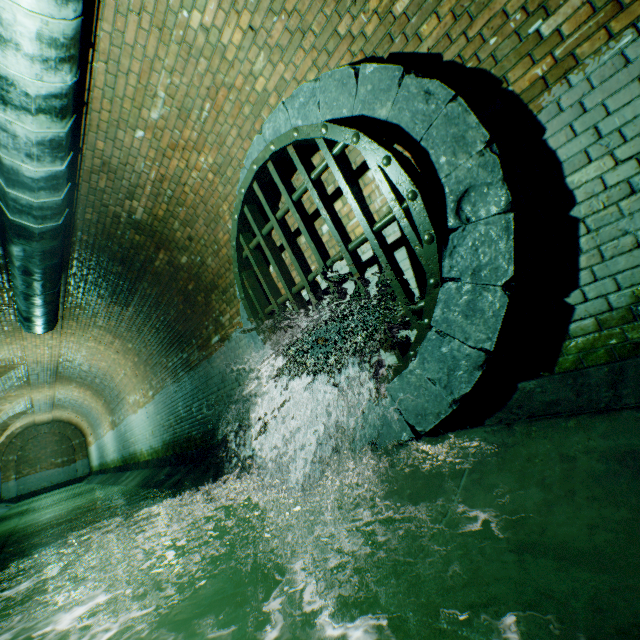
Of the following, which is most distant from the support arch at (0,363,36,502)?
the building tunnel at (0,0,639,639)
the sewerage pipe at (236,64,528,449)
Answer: the sewerage pipe at (236,64,528,449)

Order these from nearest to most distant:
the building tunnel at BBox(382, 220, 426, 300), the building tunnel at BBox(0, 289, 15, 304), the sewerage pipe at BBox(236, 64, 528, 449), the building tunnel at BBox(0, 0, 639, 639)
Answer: the building tunnel at BBox(0, 0, 639, 639)
the sewerage pipe at BBox(236, 64, 528, 449)
the building tunnel at BBox(382, 220, 426, 300)
the building tunnel at BBox(0, 289, 15, 304)

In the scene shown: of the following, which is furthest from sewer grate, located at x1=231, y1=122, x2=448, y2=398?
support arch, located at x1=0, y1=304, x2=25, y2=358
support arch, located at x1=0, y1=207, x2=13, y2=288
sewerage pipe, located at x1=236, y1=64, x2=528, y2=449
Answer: support arch, located at x1=0, y1=304, x2=25, y2=358

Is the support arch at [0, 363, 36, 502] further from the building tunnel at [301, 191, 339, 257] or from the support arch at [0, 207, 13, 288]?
the support arch at [0, 207, 13, 288]

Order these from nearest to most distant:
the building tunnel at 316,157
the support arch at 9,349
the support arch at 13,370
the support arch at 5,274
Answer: the building tunnel at 316,157 < the support arch at 5,274 < the support arch at 9,349 < the support arch at 13,370

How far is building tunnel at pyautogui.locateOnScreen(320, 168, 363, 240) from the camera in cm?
318

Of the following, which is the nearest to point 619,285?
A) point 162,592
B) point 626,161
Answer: point 626,161

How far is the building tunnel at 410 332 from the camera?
2.8m
